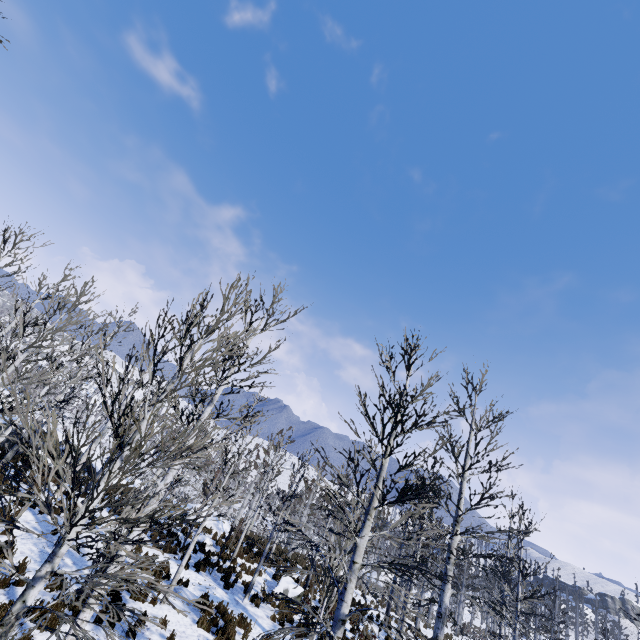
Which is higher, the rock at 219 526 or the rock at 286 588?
the rock at 219 526

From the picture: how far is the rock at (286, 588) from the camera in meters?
15.1

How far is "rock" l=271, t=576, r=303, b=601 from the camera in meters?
15.1 m

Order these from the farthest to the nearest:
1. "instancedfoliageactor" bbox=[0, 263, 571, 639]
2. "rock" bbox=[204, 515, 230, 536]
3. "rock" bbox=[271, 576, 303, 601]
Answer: "rock" bbox=[204, 515, 230, 536]
"rock" bbox=[271, 576, 303, 601]
"instancedfoliageactor" bbox=[0, 263, 571, 639]

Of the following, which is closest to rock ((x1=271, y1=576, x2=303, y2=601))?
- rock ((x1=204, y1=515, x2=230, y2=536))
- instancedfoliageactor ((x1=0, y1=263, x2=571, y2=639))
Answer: instancedfoliageactor ((x1=0, y1=263, x2=571, y2=639))

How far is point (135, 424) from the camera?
4.6 meters
